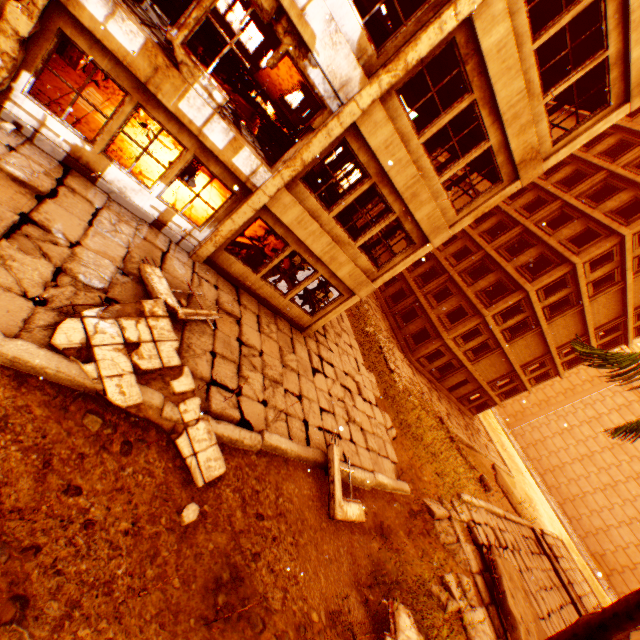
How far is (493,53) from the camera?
7.23m

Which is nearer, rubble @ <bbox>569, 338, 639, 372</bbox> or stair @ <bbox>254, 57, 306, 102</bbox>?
rubble @ <bbox>569, 338, 639, 372</bbox>

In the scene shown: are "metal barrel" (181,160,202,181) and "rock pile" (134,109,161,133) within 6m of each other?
yes

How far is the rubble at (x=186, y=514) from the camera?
4.98m

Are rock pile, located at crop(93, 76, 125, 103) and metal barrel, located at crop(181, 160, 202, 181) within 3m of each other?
yes

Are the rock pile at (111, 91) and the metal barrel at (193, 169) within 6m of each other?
yes

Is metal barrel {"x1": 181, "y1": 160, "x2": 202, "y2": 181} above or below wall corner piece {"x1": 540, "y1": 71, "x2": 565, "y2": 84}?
below

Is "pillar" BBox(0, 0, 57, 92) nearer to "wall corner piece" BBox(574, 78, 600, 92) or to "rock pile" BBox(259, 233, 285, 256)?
"wall corner piece" BBox(574, 78, 600, 92)
